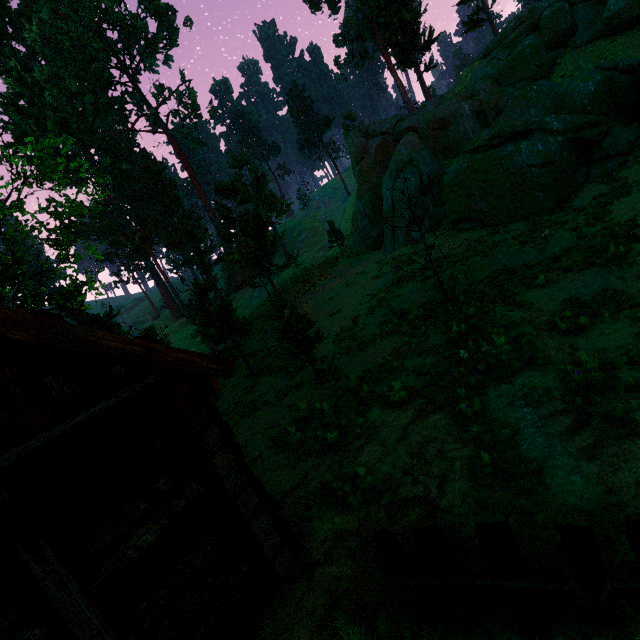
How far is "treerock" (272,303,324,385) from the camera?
11.2 meters

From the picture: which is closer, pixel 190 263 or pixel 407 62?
pixel 407 62

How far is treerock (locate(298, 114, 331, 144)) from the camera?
57.3m

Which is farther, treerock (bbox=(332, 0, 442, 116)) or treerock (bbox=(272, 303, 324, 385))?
treerock (bbox=(332, 0, 442, 116))

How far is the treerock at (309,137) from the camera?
57.3 meters

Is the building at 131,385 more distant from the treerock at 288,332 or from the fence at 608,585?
the treerock at 288,332

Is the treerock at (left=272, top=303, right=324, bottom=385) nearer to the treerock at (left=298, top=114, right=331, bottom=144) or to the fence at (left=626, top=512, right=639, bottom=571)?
the treerock at (left=298, top=114, right=331, bottom=144)

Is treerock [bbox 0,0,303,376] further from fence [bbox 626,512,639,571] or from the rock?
the rock
